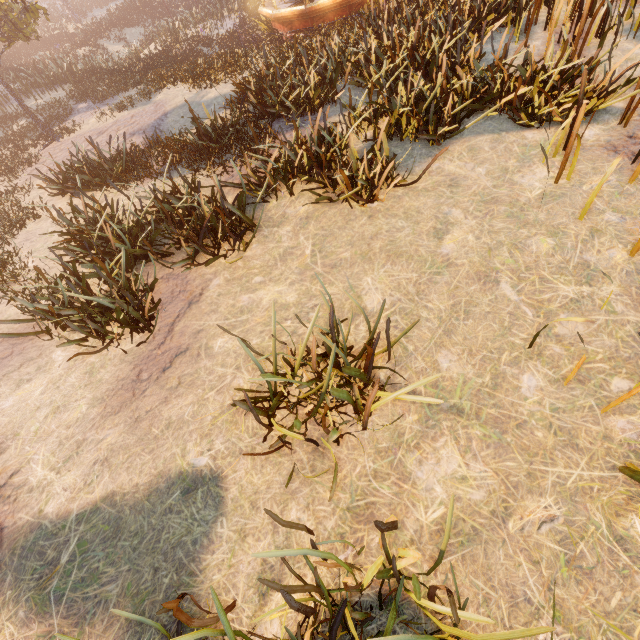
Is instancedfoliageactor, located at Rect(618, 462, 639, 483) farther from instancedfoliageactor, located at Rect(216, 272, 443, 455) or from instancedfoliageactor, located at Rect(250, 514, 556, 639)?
instancedfoliageactor, located at Rect(250, 514, 556, 639)

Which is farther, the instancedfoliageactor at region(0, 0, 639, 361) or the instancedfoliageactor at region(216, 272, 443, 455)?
the instancedfoliageactor at region(0, 0, 639, 361)

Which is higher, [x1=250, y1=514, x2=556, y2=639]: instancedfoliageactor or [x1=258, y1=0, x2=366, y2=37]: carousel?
[x1=250, y1=514, x2=556, y2=639]: instancedfoliageactor

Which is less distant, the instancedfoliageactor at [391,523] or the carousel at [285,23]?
the instancedfoliageactor at [391,523]

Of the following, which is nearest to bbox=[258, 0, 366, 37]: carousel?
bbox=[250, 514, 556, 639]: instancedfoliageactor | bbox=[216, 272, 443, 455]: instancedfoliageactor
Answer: bbox=[216, 272, 443, 455]: instancedfoliageactor

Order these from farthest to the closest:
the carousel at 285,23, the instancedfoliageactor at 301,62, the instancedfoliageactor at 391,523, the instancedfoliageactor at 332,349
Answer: the carousel at 285,23, the instancedfoliageactor at 301,62, the instancedfoliageactor at 332,349, the instancedfoliageactor at 391,523

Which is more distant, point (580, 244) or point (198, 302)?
point (198, 302)
